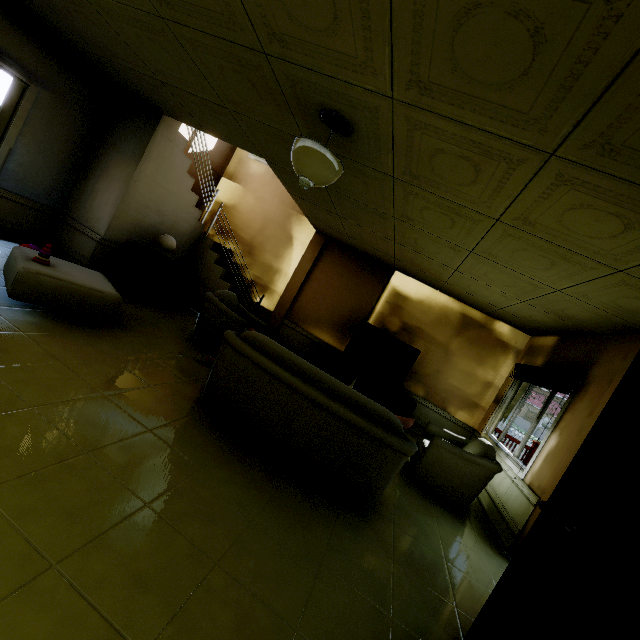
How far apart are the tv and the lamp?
3.7m

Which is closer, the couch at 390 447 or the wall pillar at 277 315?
the couch at 390 447

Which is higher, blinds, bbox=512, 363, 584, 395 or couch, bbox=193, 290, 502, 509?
blinds, bbox=512, 363, 584, 395

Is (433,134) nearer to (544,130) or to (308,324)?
(544,130)

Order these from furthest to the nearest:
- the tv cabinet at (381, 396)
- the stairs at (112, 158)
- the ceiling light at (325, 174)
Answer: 1. the tv cabinet at (381, 396)
2. the stairs at (112, 158)
3. the ceiling light at (325, 174)

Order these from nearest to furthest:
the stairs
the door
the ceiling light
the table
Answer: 1. the door
2. the ceiling light
3. the table
4. the stairs

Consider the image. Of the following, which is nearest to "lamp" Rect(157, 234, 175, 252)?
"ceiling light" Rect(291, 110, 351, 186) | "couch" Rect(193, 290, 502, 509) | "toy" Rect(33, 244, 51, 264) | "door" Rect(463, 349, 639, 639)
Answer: "toy" Rect(33, 244, 51, 264)

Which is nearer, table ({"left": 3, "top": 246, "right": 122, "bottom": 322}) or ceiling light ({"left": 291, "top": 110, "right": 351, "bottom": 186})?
ceiling light ({"left": 291, "top": 110, "right": 351, "bottom": 186})
